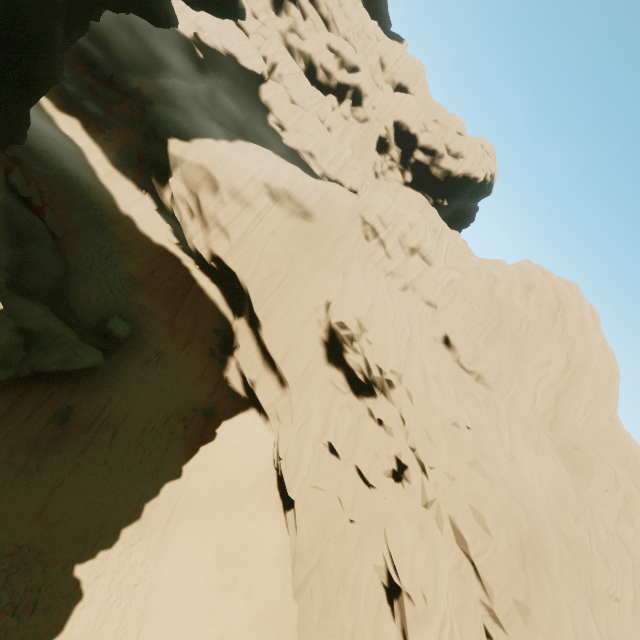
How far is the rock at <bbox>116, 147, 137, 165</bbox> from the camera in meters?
24.8

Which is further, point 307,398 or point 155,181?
point 155,181

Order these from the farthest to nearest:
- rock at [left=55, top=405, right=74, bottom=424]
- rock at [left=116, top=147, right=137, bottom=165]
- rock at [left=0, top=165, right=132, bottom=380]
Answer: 1. rock at [left=116, top=147, right=137, bottom=165]
2. rock at [left=55, top=405, right=74, bottom=424]
3. rock at [left=0, top=165, right=132, bottom=380]

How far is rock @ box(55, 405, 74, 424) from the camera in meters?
14.5

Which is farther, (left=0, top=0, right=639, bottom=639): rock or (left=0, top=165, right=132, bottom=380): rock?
(left=0, top=0, right=639, bottom=639): rock

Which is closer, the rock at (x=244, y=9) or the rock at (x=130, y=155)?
the rock at (x=244, y=9)

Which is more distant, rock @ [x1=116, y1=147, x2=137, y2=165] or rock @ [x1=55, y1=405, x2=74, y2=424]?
rock @ [x1=116, y1=147, x2=137, y2=165]
